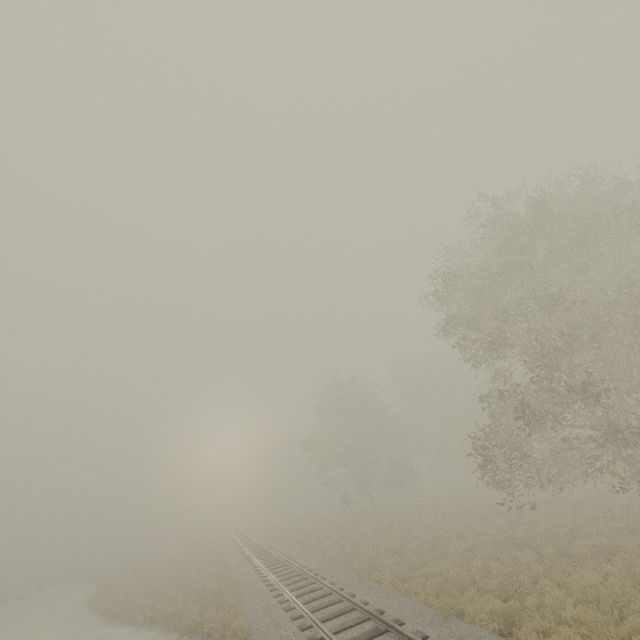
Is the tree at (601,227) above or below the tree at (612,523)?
above

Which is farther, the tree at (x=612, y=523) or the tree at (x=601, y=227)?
the tree at (x=601, y=227)

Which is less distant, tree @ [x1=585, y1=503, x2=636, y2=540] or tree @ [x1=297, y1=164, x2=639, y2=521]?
tree @ [x1=585, y1=503, x2=636, y2=540]

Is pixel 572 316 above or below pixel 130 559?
above

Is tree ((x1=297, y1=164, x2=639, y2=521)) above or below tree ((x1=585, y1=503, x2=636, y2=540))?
above
